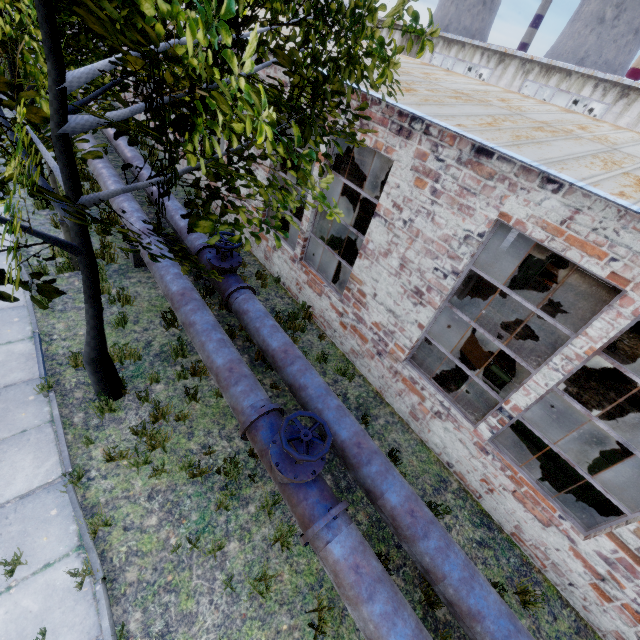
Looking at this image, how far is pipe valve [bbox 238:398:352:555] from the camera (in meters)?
3.79

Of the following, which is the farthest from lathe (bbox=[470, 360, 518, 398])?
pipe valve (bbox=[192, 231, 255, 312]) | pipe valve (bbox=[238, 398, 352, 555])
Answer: pipe valve (bbox=[192, 231, 255, 312])

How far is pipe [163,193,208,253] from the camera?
7.6 meters

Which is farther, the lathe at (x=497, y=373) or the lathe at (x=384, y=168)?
the lathe at (x=384, y=168)

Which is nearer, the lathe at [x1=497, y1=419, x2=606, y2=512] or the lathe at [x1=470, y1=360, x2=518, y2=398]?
the lathe at [x1=497, y1=419, x2=606, y2=512]

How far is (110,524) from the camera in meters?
4.2 m

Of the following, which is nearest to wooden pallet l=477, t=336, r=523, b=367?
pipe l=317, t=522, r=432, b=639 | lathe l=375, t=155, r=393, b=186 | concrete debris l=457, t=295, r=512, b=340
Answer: concrete debris l=457, t=295, r=512, b=340

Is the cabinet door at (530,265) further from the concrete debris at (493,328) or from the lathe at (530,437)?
the lathe at (530,437)
